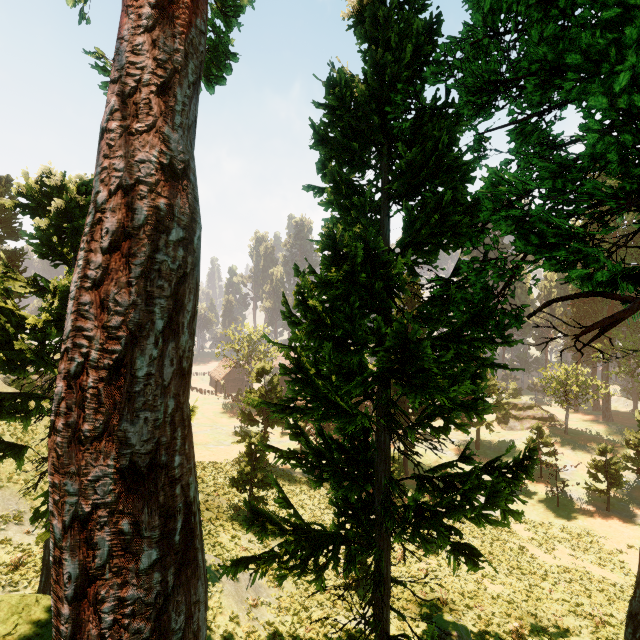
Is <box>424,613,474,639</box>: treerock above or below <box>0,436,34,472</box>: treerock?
below

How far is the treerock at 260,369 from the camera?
33.7 meters

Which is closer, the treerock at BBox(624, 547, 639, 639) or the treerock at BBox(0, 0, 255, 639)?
the treerock at BBox(0, 0, 255, 639)

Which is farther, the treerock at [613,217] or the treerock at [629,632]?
the treerock at [629,632]

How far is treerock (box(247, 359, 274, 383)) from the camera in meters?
33.7 m

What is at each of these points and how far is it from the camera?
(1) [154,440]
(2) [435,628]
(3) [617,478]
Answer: (1) treerock, 3.6 meters
(2) treerock, 15.2 meters
(3) treerock, 30.3 meters
